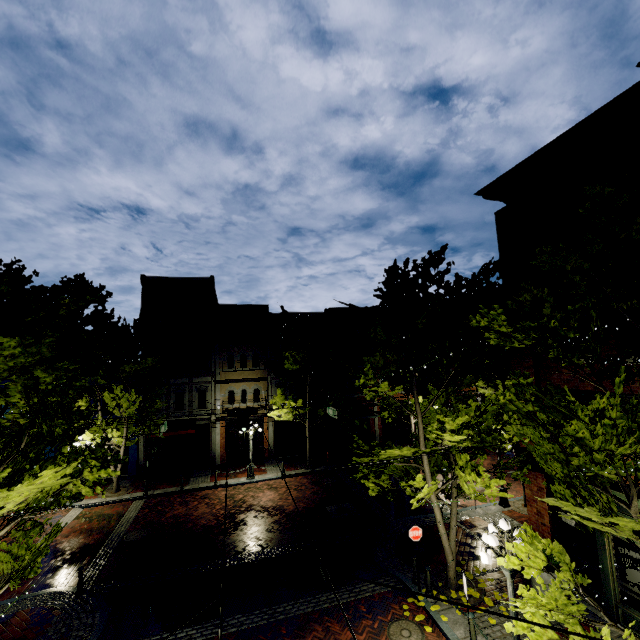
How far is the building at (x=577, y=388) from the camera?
9.43m

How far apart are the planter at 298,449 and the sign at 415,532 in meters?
15.8

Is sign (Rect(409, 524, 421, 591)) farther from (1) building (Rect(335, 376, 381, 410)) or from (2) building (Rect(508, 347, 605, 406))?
(1) building (Rect(335, 376, 381, 410))

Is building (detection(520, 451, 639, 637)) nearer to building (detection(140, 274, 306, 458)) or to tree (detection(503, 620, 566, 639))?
tree (detection(503, 620, 566, 639))

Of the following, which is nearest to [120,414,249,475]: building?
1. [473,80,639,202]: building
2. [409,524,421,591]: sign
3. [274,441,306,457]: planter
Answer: [274,441,306,457]: planter

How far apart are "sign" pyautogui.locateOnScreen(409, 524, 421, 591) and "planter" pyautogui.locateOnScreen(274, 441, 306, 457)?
15.8 meters

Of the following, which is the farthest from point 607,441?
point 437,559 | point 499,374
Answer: point 499,374
